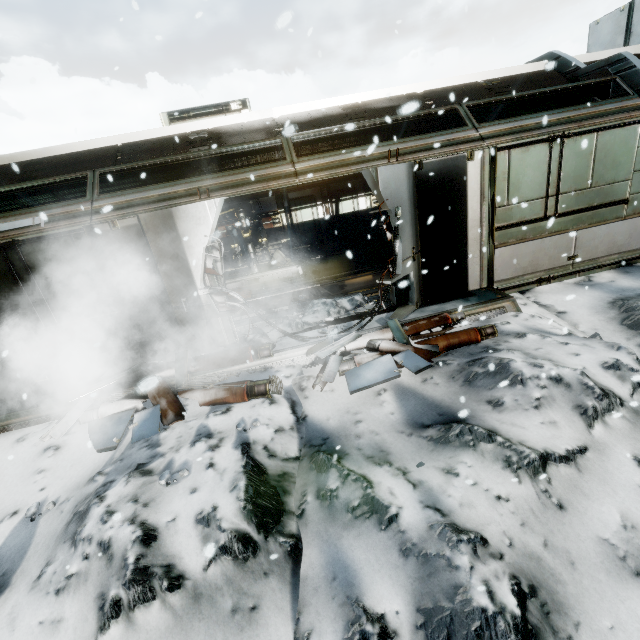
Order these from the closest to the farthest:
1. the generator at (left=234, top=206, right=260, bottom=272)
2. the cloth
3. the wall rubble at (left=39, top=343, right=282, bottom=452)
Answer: the wall rubble at (left=39, top=343, right=282, bottom=452)
the generator at (left=234, top=206, right=260, bottom=272)
the cloth

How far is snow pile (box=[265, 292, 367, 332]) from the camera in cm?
657

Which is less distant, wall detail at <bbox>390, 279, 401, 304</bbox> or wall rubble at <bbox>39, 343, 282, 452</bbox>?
wall rubble at <bbox>39, 343, 282, 452</bbox>

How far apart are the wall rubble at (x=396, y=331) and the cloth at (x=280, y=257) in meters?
7.3

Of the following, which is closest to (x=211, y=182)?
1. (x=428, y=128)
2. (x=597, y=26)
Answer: (x=428, y=128)

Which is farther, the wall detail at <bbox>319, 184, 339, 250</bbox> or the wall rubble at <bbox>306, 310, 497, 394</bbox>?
the wall detail at <bbox>319, 184, 339, 250</bbox>

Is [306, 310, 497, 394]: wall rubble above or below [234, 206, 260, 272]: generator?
below

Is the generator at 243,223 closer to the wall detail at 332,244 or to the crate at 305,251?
the crate at 305,251
